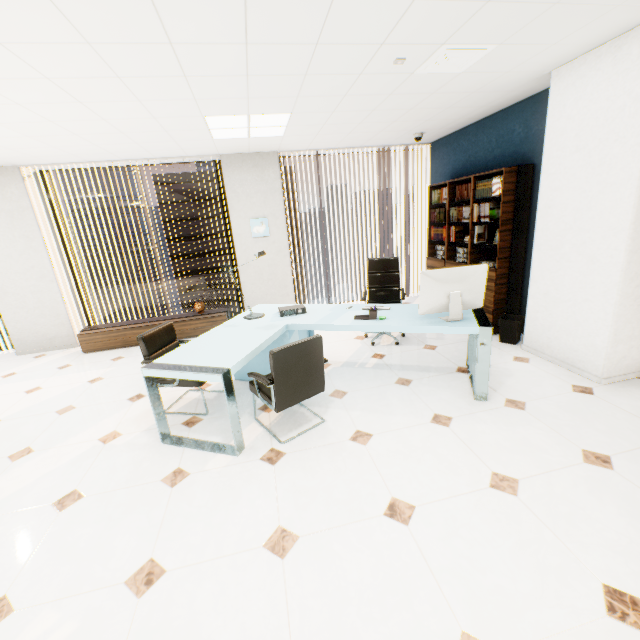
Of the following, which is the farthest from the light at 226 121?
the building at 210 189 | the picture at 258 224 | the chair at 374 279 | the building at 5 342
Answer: the building at 5 342

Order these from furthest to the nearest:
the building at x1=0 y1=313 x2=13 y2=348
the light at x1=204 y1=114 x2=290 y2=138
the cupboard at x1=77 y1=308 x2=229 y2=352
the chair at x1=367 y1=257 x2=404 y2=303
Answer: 1. the building at x1=0 y1=313 x2=13 y2=348
2. the cupboard at x1=77 y1=308 x2=229 y2=352
3. the chair at x1=367 y1=257 x2=404 y2=303
4. the light at x1=204 y1=114 x2=290 y2=138

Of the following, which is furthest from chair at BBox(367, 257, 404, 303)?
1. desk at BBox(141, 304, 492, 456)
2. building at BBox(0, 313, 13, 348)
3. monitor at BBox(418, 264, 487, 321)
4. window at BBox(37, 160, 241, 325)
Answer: building at BBox(0, 313, 13, 348)

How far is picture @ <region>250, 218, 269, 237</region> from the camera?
5.8m

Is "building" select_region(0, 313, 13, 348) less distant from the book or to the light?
the light

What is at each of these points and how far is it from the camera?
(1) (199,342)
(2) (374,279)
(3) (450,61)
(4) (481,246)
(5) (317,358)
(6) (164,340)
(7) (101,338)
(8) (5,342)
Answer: (1) desk, 3.2 meters
(2) chair, 4.8 meters
(3) ceiling vent, 2.8 meters
(4) book, 4.6 meters
(5) chair, 2.7 meters
(6) chair, 3.4 meters
(7) cupboard, 5.4 meters
(8) building, 58.0 meters

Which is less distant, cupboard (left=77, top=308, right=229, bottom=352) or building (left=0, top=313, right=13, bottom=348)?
cupboard (left=77, top=308, right=229, bottom=352)

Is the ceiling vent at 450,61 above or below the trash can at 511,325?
above
